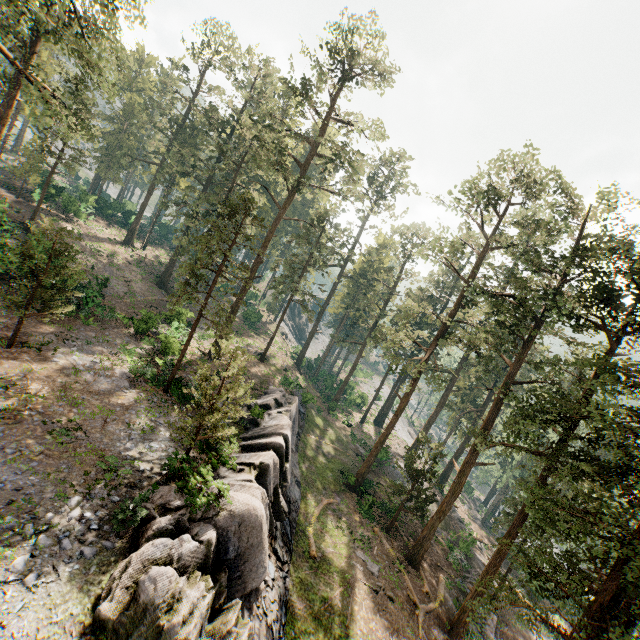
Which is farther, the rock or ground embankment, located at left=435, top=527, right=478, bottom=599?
ground embankment, located at left=435, top=527, right=478, bottom=599

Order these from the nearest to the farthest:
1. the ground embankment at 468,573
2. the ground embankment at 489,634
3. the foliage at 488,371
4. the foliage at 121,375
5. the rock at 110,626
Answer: the rock at 110,626
the foliage at 488,371
the foliage at 121,375
the ground embankment at 489,634
the ground embankment at 468,573

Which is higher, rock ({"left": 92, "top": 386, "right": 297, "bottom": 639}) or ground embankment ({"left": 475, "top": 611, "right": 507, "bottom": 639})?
rock ({"left": 92, "top": 386, "right": 297, "bottom": 639})

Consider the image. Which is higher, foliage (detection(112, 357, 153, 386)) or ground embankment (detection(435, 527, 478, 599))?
foliage (detection(112, 357, 153, 386))

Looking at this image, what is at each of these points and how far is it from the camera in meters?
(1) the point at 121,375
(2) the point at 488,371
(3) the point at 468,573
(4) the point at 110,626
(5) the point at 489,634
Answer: (1) foliage, 20.5 m
(2) foliage, 27.4 m
(3) ground embankment, 27.8 m
(4) rock, 8.8 m
(5) ground embankment, 22.7 m

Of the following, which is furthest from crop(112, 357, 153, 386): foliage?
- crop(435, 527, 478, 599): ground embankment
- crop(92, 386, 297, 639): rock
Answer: crop(92, 386, 297, 639): rock

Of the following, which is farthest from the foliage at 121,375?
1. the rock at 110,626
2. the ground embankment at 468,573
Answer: the rock at 110,626
